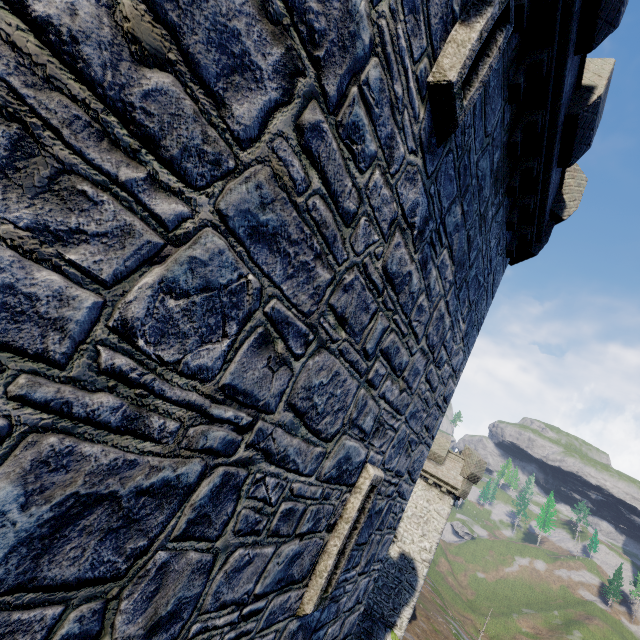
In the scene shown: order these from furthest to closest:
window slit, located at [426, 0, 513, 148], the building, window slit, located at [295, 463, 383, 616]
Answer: window slit, located at [295, 463, 383, 616], window slit, located at [426, 0, 513, 148], the building

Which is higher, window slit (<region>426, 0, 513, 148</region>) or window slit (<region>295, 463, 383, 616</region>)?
window slit (<region>426, 0, 513, 148</region>)

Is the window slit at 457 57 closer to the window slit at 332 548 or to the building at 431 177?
the building at 431 177

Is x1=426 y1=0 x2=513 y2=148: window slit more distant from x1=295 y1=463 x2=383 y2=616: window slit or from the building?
x1=295 y1=463 x2=383 y2=616: window slit

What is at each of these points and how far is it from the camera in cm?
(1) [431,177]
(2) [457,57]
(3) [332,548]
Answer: (1) building, 382
(2) window slit, 326
(3) window slit, 425

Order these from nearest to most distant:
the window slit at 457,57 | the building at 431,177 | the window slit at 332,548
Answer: the building at 431,177
the window slit at 457,57
the window slit at 332,548

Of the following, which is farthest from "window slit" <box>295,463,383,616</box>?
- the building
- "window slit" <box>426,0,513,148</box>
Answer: "window slit" <box>426,0,513,148</box>
